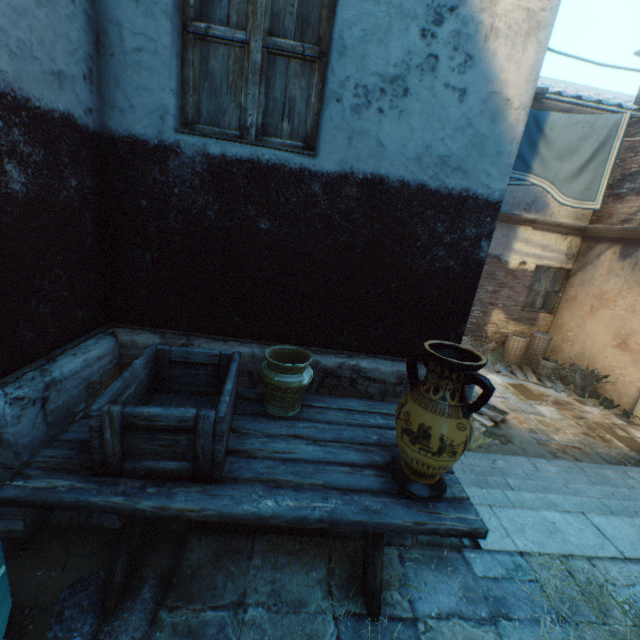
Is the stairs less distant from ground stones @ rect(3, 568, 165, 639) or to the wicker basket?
ground stones @ rect(3, 568, 165, 639)

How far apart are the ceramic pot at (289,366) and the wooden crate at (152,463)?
0.20m

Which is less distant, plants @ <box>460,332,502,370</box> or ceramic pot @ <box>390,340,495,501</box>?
ceramic pot @ <box>390,340,495,501</box>

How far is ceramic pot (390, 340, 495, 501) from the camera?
1.51m

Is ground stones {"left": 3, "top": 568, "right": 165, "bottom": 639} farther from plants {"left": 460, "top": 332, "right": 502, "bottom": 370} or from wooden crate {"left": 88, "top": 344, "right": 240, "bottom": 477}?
plants {"left": 460, "top": 332, "right": 502, "bottom": 370}

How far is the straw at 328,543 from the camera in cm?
197

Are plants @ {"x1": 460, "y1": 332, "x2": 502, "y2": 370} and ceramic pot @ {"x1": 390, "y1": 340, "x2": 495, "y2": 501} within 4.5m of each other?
no

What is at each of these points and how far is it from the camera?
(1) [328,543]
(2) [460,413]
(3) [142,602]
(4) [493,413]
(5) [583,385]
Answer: (1) straw, 2.1 meters
(2) ceramic pot, 1.5 meters
(3) ground stones, 1.7 meters
(4) pallet, 6.0 meters
(5) plants, 7.6 meters
